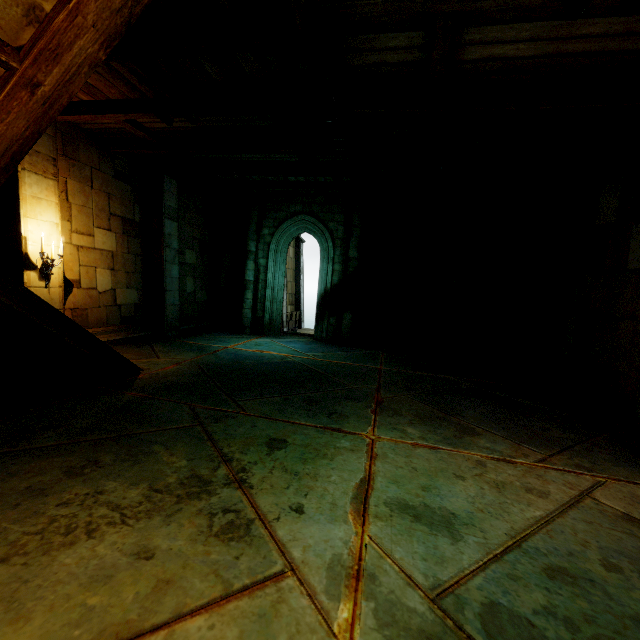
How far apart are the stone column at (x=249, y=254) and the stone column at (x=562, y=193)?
8.52m

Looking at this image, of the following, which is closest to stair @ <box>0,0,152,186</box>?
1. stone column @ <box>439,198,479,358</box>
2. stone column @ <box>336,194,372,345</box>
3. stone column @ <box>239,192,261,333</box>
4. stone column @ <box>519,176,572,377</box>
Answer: stone column @ <box>239,192,261,333</box>

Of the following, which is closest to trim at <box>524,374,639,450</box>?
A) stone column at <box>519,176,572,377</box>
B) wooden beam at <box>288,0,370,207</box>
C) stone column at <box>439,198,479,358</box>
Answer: stone column at <box>519,176,572,377</box>

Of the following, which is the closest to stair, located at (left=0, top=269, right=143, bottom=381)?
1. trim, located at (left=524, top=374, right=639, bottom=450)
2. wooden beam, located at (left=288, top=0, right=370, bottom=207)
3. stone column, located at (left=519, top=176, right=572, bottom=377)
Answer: wooden beam, located at (left=288, top=0, right=370, bottom=207)

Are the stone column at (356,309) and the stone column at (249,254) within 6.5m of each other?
yes

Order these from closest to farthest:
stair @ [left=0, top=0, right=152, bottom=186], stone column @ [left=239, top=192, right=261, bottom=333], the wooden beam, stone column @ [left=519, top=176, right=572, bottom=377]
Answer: stair @ [left=0, top=0, right=152, bottom=186] < the wooden beam < stone column @ [left=519, top=176, right=572, bottom=377] < stone column @ [left=239, top=192, right=261, bottom=333]

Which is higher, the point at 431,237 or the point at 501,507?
the point at 431,237

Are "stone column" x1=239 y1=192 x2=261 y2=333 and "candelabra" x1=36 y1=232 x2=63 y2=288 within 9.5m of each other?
yes
